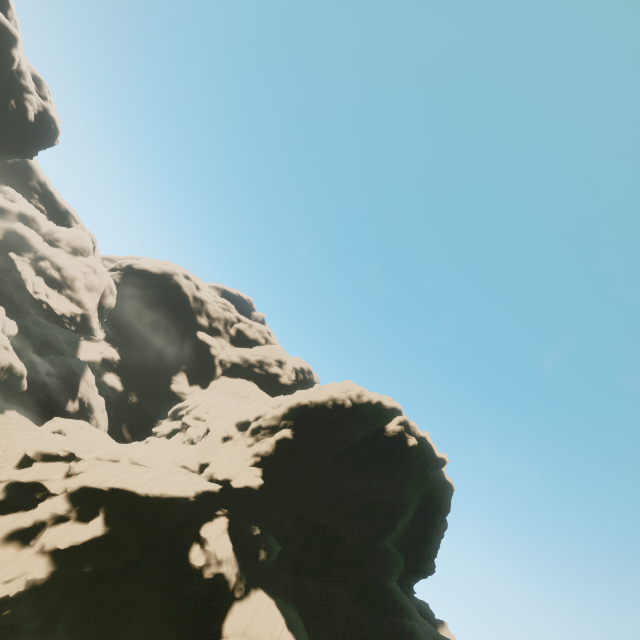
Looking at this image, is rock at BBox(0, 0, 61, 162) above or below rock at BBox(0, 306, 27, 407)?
above

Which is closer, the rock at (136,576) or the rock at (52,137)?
the rock at (136,576)

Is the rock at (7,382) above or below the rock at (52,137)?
below

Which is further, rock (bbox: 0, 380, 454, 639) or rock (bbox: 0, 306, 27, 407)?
rock (bbox: 0, 306, 27, 407)

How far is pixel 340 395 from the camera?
40.34m
